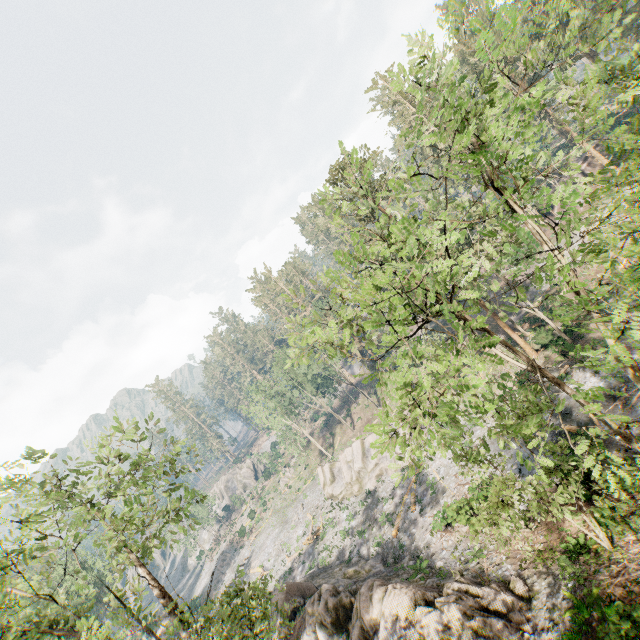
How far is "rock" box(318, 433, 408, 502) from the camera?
37.2 meters

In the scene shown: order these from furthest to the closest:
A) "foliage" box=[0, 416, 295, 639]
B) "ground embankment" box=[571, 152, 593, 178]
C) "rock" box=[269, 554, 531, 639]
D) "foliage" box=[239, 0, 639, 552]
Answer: "ground embankment" box=[571, 152, 593, 178]
"rock" box=[269, 554, 531, 639]
"foliage" box=[0, 416, 295, 639]
"foliage" box=[239, 0, 639, 552]

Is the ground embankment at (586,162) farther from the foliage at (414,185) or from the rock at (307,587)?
the rock at (307,587)

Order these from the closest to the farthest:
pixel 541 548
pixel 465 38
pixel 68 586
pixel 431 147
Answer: pixel 465 38 → pixel 541 548 → pixel 68 586 → pixel 431 147

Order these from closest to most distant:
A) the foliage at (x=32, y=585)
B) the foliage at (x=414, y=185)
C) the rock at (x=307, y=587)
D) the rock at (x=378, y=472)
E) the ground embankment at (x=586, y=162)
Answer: the foliage at (x=414, y=185)
the foliage at (x=32, y=585)
the rock at (x=307, y=587)
the rock at (x=378, y=472)
the ground embankment at (x=586, y=162)

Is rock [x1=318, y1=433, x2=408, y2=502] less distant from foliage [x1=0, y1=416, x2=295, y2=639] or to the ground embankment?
foliage [x1=0, y1=416, x2=295, y2=639]

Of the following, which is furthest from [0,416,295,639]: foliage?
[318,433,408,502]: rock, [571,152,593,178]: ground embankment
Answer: [318,433,408,502]: rock
